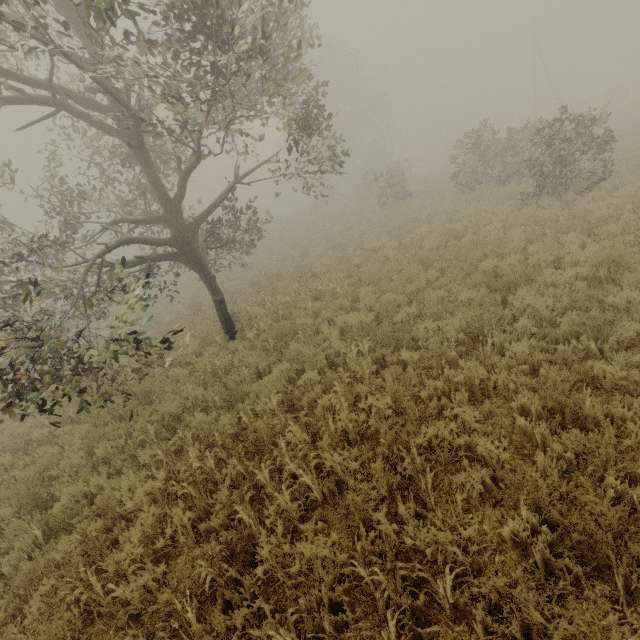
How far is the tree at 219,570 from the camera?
3.5m

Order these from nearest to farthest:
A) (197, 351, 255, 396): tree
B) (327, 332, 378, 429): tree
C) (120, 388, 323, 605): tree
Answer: (120, 388, 323, 605): tree < (327, 332, 378, 429): tree < (197, 351, 255, 396): tree

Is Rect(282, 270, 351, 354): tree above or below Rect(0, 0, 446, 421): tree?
below

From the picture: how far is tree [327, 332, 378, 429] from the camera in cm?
513

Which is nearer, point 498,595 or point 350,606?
point 498,595

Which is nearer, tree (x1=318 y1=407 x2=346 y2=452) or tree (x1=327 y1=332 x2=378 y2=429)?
tree (x1=318 y1=407 x2=346 y2=452)
